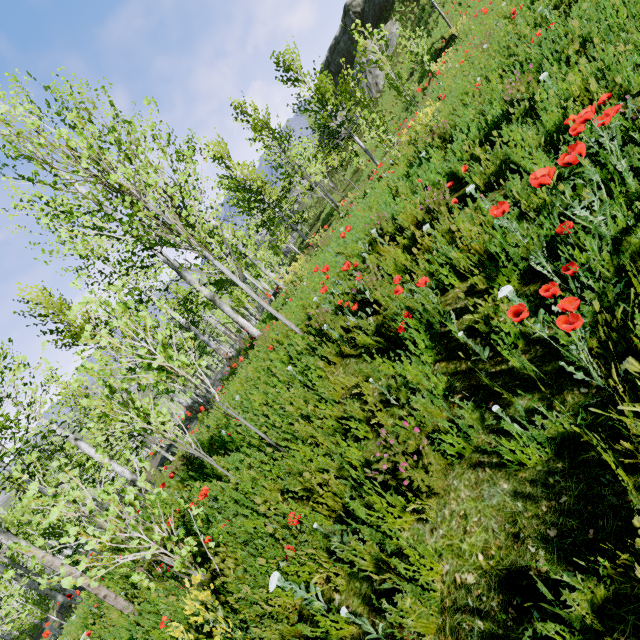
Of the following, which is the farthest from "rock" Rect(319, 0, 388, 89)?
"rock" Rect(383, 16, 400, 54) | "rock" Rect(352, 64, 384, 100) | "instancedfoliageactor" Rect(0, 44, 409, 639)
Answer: "instancedfoliageactor" Rect(0, 44, 409, 639)

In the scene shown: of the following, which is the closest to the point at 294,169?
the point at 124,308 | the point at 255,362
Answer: the point at 255,362

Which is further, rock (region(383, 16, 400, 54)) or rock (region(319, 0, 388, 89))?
rock (region(319, 0, 388, 89))

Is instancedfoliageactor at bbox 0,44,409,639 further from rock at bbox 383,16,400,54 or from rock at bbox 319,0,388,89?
rock at bbox 319,0,388,89

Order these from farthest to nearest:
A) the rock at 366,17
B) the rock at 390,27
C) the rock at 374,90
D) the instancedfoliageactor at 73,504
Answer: the rock at 366,17
the rock at 374,90
the rock at 390,27
the instancedfoliageactor at 73,504

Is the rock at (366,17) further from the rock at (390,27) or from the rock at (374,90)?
the rock at (390,27)

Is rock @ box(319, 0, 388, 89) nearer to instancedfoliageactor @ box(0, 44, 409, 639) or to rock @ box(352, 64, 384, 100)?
rock @ box(352, 64, 384, 100)

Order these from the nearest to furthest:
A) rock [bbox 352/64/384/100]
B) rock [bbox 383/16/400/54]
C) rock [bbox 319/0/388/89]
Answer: rock [bbox 383/16/400/54], rock [bbox 352/64/384/100], rock [bbox 319/0/388/89]
